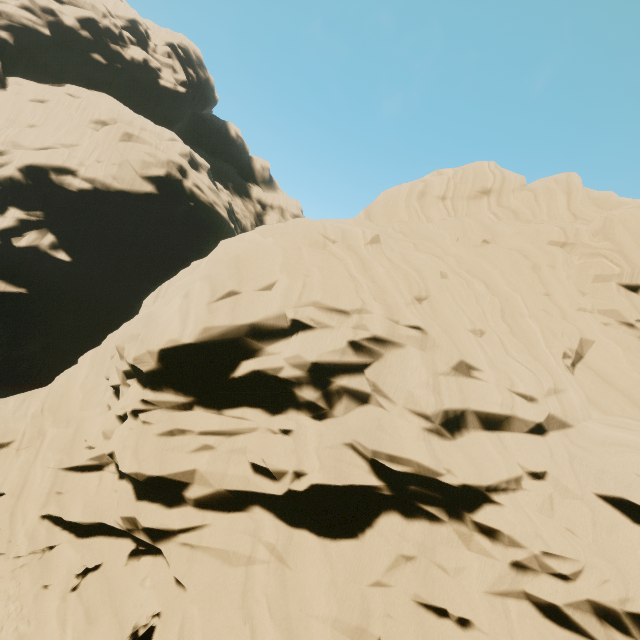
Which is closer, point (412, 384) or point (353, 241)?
point (412, 384)
